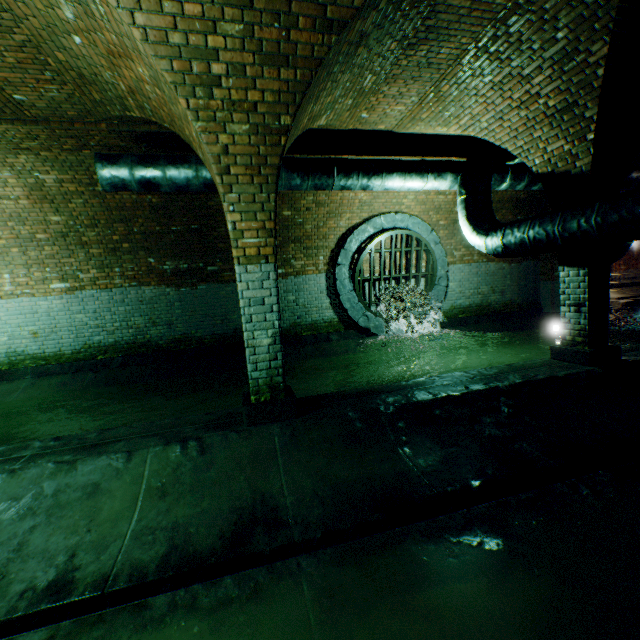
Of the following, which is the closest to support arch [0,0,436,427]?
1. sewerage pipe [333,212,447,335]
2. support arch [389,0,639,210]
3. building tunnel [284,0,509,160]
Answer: building tunnel [284,0,509,160]

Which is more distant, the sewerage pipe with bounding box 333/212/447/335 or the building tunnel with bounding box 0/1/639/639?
the sewerage pipe with bounding box 333/212/447/335

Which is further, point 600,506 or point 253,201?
point 253,201

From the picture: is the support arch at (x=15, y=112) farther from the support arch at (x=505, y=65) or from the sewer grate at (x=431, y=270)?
the sewer grate at (x=431, y=270)

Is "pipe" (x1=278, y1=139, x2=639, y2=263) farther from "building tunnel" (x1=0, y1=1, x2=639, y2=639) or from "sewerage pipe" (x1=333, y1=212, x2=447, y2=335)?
"sewerage pipe" (x1=333, y1=212, x2=447, y2=335)

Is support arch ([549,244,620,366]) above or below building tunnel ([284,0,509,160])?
below

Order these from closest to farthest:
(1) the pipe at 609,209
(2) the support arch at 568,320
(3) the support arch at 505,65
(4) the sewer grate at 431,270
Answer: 1. (3) the support arch at 505,65
2. (1) the pipe at 609,209
3. (2) the support arch at 568,320
4. (4) the sewer grate at 431,270

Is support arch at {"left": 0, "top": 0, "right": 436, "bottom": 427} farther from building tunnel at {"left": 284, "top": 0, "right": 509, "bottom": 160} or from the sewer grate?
the sewer grate
